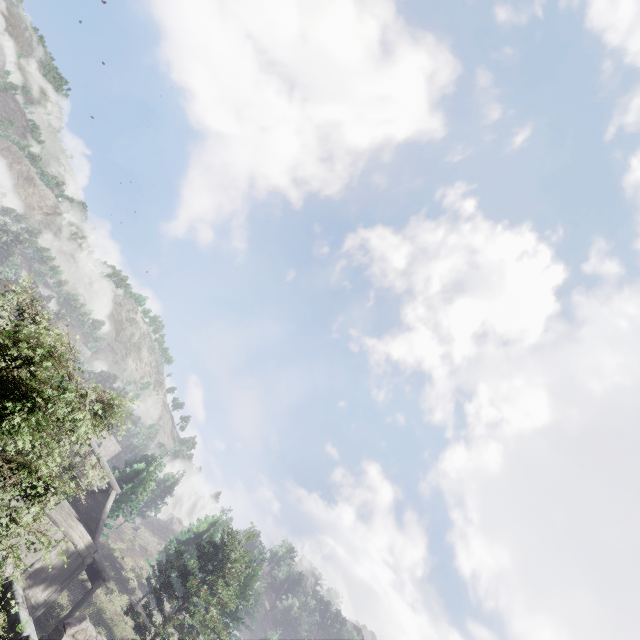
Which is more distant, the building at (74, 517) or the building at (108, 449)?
the building at (108, 449)

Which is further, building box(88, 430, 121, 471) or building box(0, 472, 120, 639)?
building box(88, 430, 121, 471)

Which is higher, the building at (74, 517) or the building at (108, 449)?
the building at (108, 449)

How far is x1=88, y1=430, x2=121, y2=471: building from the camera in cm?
2420

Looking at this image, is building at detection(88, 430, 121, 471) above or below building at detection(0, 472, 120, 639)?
above

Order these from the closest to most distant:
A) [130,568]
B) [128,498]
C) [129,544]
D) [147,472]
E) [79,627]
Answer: [79,627] → [128,498] → [147,472] → [130,568] → [129,544]
